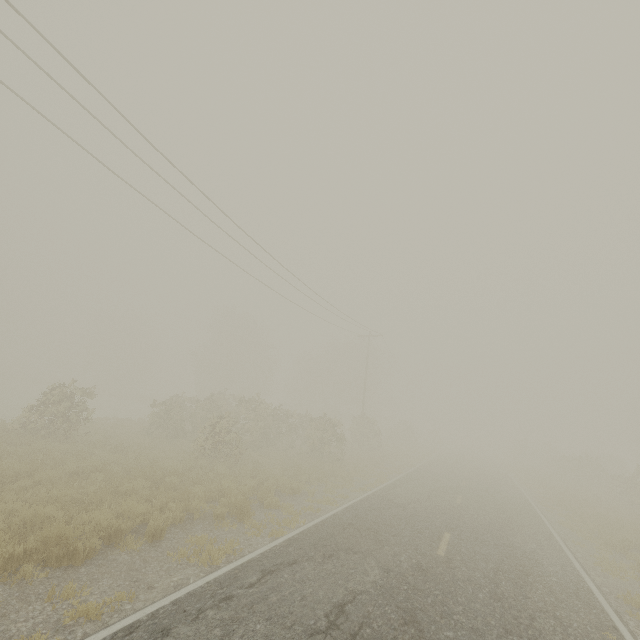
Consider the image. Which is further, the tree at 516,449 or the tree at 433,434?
the tree at 516,449

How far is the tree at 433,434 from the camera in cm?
1549

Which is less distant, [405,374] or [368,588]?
[368,588]

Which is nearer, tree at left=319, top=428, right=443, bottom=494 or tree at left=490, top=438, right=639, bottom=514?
tree at left=319, top=428, right=443, bottom=494

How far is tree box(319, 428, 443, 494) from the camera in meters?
15.5 m
